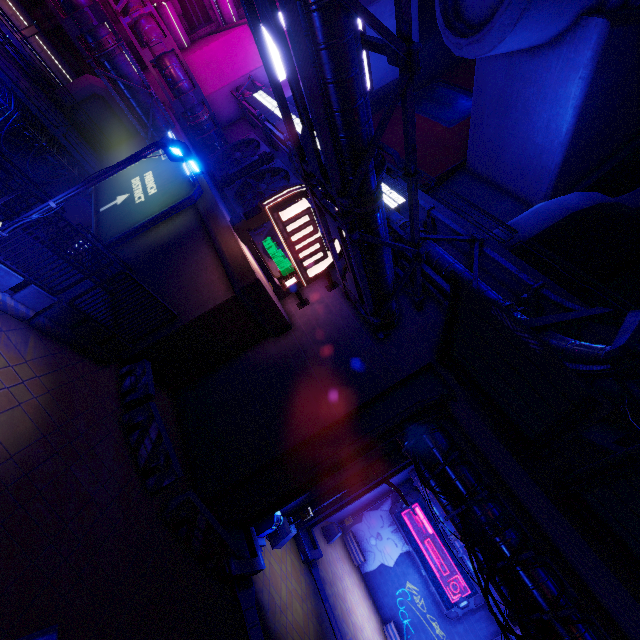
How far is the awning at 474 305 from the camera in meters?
6.3 m

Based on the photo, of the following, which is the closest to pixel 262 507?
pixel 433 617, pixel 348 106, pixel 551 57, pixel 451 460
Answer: pixel 451 460

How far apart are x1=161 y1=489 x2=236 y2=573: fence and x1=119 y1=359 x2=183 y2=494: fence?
0.5 meters

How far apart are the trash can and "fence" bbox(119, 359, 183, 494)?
5.4m

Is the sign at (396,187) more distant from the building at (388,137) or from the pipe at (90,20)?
the building at (388,137)

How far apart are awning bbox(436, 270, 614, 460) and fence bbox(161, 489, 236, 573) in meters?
8.7 m

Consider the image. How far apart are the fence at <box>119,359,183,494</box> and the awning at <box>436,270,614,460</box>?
8.8 meters

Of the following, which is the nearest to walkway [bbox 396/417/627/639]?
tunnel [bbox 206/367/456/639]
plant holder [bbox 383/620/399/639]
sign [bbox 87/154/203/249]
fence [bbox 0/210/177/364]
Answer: tunnel [bbox 206/367/456/639]
